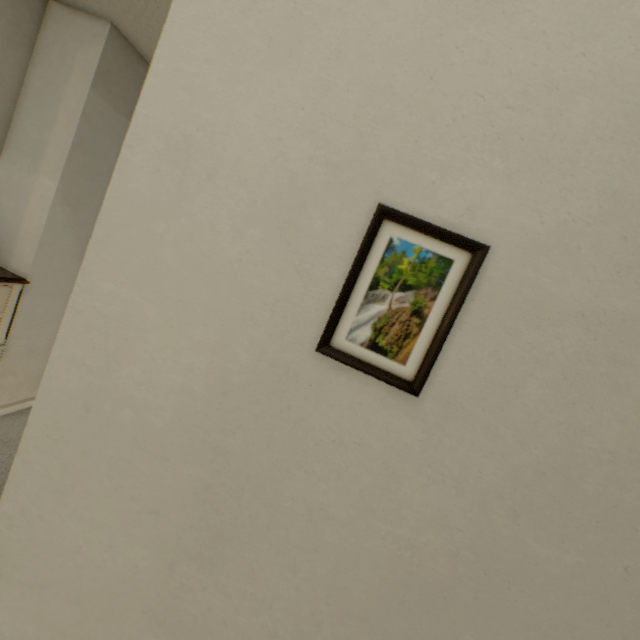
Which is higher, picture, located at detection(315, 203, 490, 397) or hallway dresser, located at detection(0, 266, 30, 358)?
picture, located at detection(315, 203, 490, 397)

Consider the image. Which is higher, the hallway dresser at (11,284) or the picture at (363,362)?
the picture at (363,362)

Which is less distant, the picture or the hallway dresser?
the picture

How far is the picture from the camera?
0.57m

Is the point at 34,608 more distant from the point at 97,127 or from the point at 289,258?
the point at 97,127

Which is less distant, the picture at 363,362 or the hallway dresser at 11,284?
the picture at 363,362
